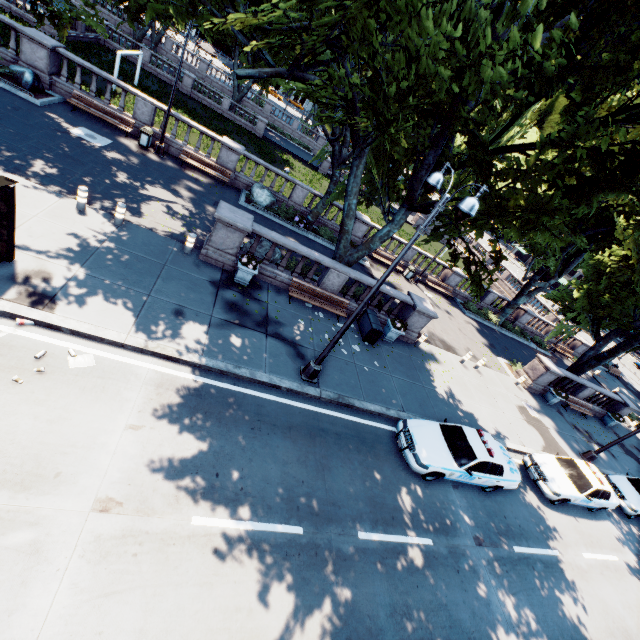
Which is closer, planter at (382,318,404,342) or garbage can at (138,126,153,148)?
planter at (382,318,404,342)

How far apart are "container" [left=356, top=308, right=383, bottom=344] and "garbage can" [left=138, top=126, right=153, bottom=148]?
15.3m

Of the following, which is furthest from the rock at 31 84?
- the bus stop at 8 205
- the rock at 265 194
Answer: the bus stop at 8 205

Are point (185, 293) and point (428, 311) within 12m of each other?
yes

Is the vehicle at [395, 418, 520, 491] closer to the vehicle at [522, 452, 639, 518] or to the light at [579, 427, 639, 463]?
the vehicle at [522, 452, 639, 518]

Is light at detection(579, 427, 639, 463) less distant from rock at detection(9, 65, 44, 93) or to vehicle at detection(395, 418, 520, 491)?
vehicle at detection(395, 418, 520, 491)

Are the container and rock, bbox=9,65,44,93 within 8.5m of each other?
no

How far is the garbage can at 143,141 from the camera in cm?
1772
